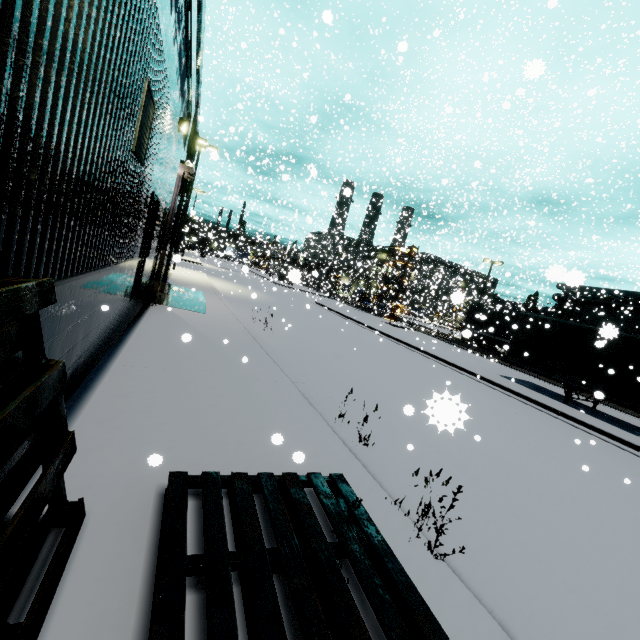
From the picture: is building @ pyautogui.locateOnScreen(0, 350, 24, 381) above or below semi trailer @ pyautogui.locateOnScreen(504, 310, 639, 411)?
below

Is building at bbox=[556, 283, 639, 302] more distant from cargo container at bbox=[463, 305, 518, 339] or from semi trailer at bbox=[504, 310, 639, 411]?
cargo container at bbox=[463, 305, 518, 339]

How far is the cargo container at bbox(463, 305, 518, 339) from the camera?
25.7m

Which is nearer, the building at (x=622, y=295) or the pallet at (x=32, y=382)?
the pallet at (x=32, y=382)

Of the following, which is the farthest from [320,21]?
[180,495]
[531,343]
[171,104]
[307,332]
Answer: [180,495]

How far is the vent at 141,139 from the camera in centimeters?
443cm

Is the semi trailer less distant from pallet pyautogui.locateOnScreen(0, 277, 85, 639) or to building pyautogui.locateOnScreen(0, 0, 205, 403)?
building pyautogui.locateOnScreen(0, 0, 205, 403)

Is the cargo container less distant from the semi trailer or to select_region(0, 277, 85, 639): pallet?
the semi trailer
